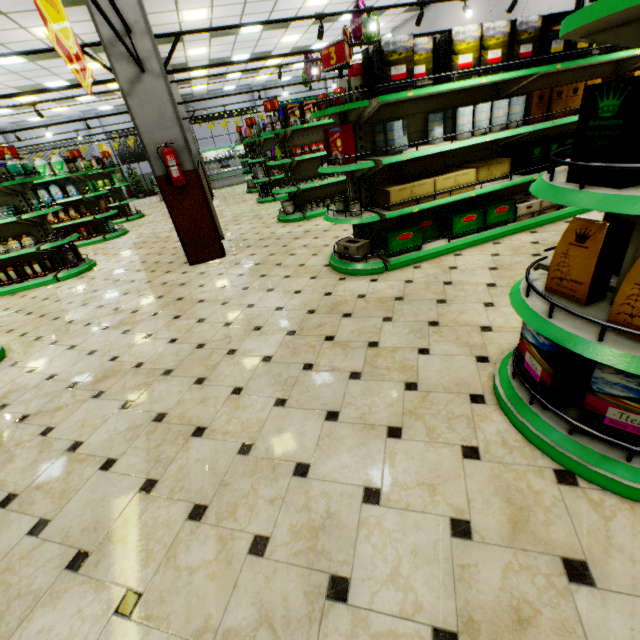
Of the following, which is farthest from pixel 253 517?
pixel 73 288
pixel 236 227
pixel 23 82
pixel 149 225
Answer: pixel 23 82

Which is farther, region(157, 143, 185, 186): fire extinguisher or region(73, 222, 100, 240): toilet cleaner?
region(73, 222, 100, 240): toilet cleaner

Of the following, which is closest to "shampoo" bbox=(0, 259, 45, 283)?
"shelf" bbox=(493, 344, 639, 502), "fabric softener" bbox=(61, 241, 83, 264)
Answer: "fabric softener" bbox=(61, 241, 83, 264)

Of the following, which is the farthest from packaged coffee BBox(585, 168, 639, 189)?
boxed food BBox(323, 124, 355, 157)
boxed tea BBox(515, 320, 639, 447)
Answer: boxed food BBox(323, 124, 355, 157)

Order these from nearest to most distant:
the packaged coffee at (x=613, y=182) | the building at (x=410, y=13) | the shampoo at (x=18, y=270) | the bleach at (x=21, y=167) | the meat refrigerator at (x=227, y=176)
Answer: the packaged coffee at (x=613, y=182) → the bleach at (x=21, y=167) → the shampoo at (x=18, y=270) → the building at (x=410, y=13) → the meat refrigerator at (x=227, y=176)

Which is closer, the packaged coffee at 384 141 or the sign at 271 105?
the packaged coffee at 384 141

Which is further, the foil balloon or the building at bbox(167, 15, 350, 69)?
the building at bbox(167, 15, 350, 69)

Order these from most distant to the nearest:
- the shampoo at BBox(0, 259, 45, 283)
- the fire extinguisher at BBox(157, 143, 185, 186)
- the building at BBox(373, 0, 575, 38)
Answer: the building at BBox(373, 0, 575, 38)
the shampoo at BBox(0, 259, 45, 283)
the fire extinguisher at BBox(157, 143, 185, 186)
